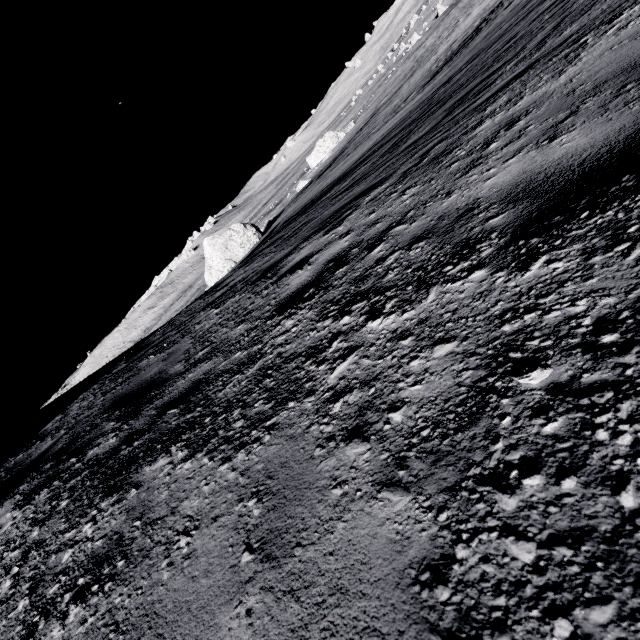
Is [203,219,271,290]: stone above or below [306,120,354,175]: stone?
above

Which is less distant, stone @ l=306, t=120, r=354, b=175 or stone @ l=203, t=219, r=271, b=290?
stone @ l=203, t=219, r=271, b=290

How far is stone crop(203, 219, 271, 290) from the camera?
23.1 meters

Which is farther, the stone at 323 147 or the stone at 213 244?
the stone at 323 147

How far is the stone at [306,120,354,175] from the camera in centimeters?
4569cm

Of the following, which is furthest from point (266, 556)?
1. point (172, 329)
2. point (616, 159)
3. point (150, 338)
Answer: point (150, 338)

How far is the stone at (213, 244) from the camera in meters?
23.1 m
